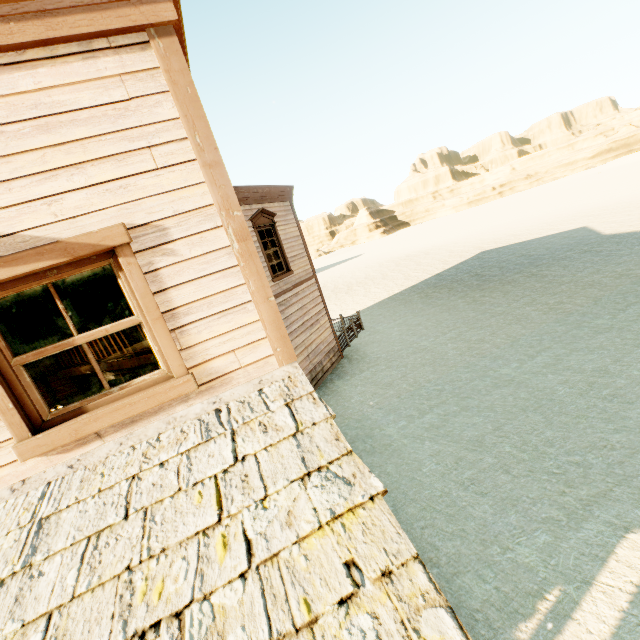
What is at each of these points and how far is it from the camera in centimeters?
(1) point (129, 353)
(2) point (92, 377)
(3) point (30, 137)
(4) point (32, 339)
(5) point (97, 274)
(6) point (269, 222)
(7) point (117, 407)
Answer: (1) building, 838cm
(2) building, 1189cm
(3) building, 210cm
(4) curtain, 244cm
(5) curtain, 251cm
(6) widow, 1067cm
(7) widow, 242cm

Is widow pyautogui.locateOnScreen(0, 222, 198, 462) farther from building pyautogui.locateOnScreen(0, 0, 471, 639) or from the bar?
the bar

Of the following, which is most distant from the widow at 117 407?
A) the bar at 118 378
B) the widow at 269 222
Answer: the widow at 269 222

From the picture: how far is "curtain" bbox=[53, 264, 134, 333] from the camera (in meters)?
2.47

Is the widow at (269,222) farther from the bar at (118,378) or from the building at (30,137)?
the bar at (118,378)

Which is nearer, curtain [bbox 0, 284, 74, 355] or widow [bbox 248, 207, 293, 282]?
curtain [bbox 0, 284, 74, 355]

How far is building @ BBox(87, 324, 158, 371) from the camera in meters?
8.0 m

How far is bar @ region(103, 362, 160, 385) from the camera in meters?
8.5
